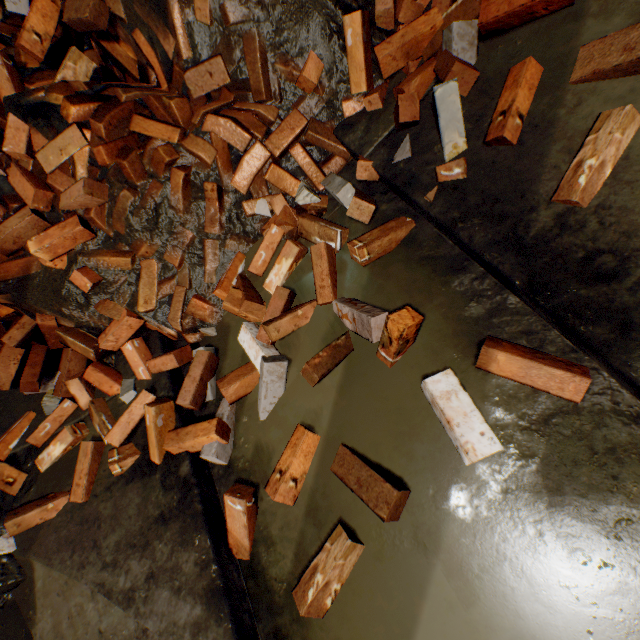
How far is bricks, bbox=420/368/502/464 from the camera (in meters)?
1.08

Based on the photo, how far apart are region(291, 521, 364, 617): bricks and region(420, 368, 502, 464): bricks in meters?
0.5

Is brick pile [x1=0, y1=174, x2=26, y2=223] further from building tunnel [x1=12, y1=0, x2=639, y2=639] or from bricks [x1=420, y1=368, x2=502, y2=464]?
bricks [x1=420, y1=368, x2=502, y2=464]

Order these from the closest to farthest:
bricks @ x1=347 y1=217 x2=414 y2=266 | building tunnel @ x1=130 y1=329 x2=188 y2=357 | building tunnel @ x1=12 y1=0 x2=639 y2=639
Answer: building tunnel @ x1=12 y1=0 x2=639 y2=639
bricks @ x1=347 y1=217 x2=414 y2=266
building tunnel @ x1=130 y1=329 x2=188 y2=357

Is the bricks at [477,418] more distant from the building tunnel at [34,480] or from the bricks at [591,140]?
the bricks at [591,140]

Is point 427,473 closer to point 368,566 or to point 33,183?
point 368,566

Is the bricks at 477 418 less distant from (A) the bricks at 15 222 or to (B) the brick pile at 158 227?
(B) the brick pile at 158 227

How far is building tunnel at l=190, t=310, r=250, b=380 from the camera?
1.85m
